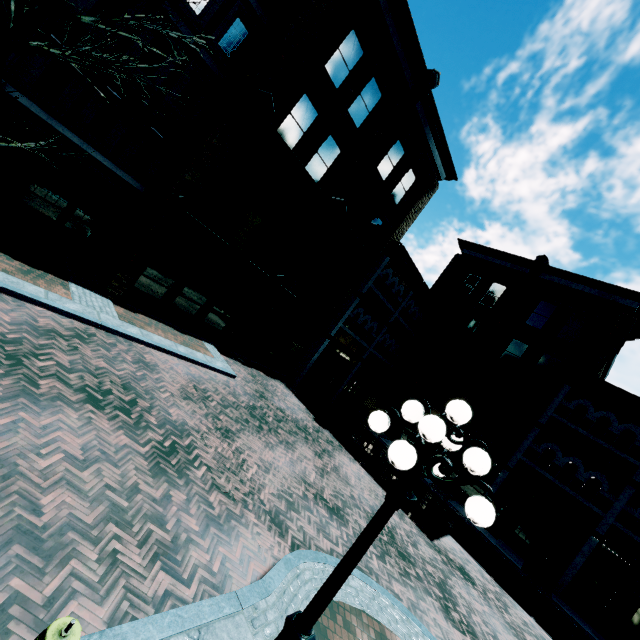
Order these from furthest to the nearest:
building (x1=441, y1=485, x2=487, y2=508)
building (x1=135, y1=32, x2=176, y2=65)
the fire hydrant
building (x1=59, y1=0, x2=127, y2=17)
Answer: building (x1=441, y1=485, x2=487, y2=508), building (x1=135, y1=32, x2=176, y2=65), building (x1=59, y1=0, x2=127, y2=17), the fire hydrant

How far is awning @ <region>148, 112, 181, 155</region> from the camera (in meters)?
12.12

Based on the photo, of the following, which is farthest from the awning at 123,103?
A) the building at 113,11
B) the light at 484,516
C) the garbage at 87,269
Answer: the light at 484,516

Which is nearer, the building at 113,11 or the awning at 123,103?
the building at 113,11

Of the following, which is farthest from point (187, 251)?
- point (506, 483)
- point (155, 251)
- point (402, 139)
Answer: point (506, 483)

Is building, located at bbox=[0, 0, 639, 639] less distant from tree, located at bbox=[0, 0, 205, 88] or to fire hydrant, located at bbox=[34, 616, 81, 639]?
tree, located at bbox=[0, 0, 205, 88]

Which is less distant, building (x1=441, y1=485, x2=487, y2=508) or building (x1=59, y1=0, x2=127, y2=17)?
building (x1=59, y1=0, x2=127, y2=17)

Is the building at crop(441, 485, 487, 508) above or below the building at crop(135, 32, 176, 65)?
below
